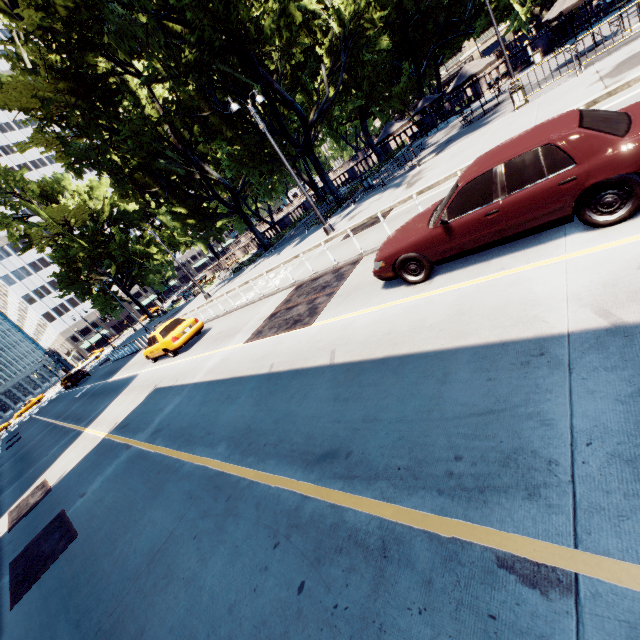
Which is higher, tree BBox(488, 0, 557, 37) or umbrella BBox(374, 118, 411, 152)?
tree BBox(488, 0, 557, 37)

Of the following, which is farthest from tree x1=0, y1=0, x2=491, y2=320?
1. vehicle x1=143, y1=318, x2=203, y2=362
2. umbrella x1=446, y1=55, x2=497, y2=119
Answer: vehicle x1=143, y1=318, x2=203, y2=362

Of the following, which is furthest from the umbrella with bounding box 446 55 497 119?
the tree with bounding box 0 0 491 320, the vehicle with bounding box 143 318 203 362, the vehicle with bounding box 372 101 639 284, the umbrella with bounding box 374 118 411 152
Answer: the vehicle with bounding box 143 318 203 362

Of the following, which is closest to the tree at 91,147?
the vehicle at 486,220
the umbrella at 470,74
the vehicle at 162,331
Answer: the umbrella at 470,74

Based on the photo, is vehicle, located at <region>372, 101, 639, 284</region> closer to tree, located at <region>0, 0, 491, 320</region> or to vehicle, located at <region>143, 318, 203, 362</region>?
vehicle, located at <region>143, 318, 203, 362</region>

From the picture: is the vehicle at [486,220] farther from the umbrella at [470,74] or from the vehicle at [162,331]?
the umbrella at [470,74]

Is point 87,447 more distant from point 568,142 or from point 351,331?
point 568,142

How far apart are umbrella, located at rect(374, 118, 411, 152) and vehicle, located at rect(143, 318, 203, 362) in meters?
17.0 m
